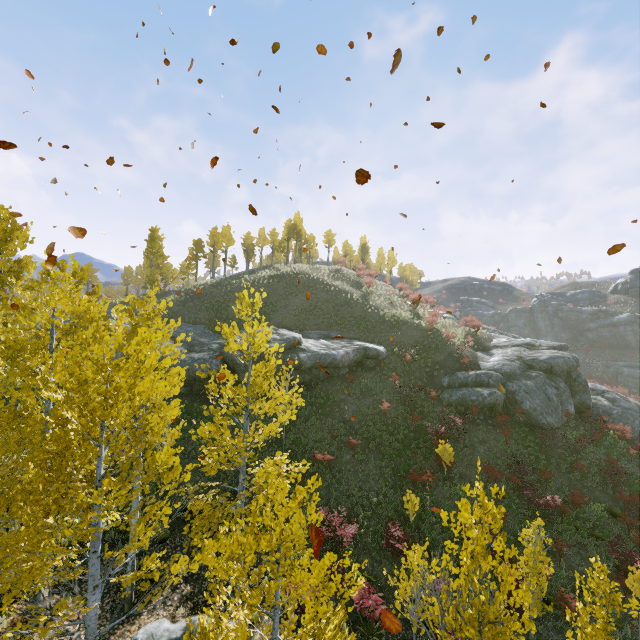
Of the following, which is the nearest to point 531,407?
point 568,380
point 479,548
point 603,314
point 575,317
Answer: point 568,380

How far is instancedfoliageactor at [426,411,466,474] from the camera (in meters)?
16.59

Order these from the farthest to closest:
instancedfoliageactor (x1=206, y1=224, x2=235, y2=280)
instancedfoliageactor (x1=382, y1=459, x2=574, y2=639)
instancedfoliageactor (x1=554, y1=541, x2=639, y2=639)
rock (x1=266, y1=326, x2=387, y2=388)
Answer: instancedfoliageactor (x1=206, y1=224, x2=235, y2=280)
rock (x1=266, y1=326, x2=387, y2=388)
instancedfoliageactor (x1=554, y1=541, x2=639, y2=639)
instancedfoliageactor (x1=382, y1=459, x2=574, y2=639)

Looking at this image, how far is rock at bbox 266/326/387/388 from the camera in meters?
22.8

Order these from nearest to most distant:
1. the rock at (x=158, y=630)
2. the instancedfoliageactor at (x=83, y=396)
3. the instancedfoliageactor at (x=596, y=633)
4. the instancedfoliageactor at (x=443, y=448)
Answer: the instancedfoliageactor at (x=83, y=396)
the instancedfoliageactor at (x=596, y=633)
the rock at (x=158, y=630)
the instancedfoliageactor at (x=443, y=448)

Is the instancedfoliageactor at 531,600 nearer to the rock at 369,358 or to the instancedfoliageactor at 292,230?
the rock at 369,358

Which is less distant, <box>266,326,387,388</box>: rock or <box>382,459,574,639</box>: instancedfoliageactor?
<box>382,459,574,639</box>: instancedfoliageactor

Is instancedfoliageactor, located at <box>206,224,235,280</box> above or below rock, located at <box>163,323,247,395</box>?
above
